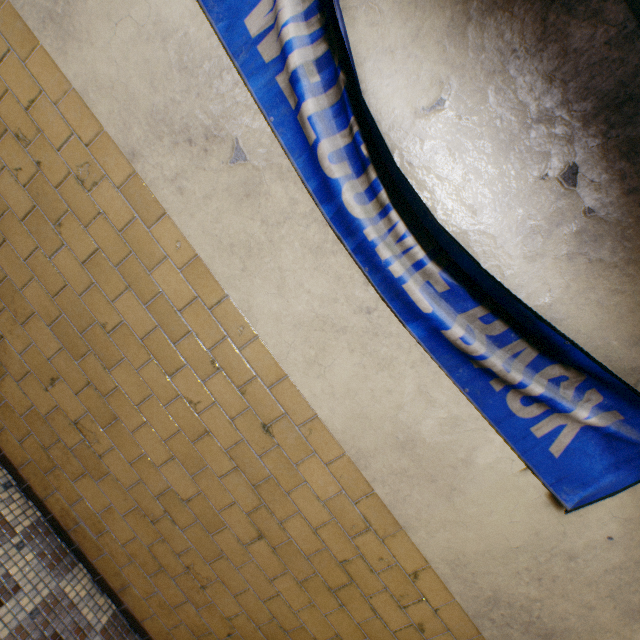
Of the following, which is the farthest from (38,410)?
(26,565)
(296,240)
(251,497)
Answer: (296,240)
